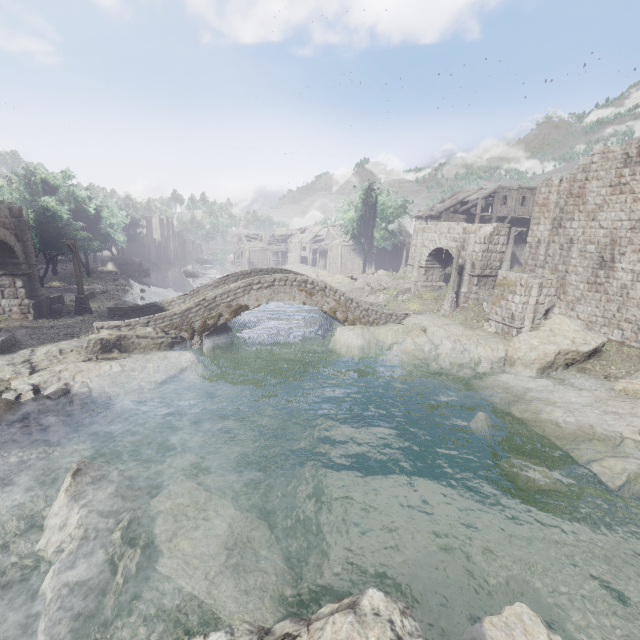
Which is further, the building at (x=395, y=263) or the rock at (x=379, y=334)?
the building at (x=395, y=263)

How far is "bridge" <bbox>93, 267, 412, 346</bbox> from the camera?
17.8m

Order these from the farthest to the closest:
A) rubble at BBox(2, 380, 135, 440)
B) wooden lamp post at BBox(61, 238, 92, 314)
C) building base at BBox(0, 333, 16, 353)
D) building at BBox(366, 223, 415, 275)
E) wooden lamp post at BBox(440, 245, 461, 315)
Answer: building at BBox(366, 223, 415, 275), wooden lamp post at BBox(440, 245, 461, 315), wooden lamp post at BBox(61, 238, 92, 314), building base at BBox(0, 333, 16, 353), rubble at BBox(2, 380, 135, 440)

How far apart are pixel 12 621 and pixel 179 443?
5.9 meters

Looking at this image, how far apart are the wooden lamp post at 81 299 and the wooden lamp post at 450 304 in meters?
24.3

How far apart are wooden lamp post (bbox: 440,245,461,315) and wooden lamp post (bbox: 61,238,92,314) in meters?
24.3

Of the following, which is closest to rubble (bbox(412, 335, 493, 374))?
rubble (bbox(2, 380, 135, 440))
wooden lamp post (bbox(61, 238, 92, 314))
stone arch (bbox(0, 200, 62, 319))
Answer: stone arch (bbox(0, 200, 62, 319))

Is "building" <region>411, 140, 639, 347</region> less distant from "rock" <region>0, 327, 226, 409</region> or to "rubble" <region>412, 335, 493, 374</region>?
"rubble" <region>412, 335, 493, 374</region>
